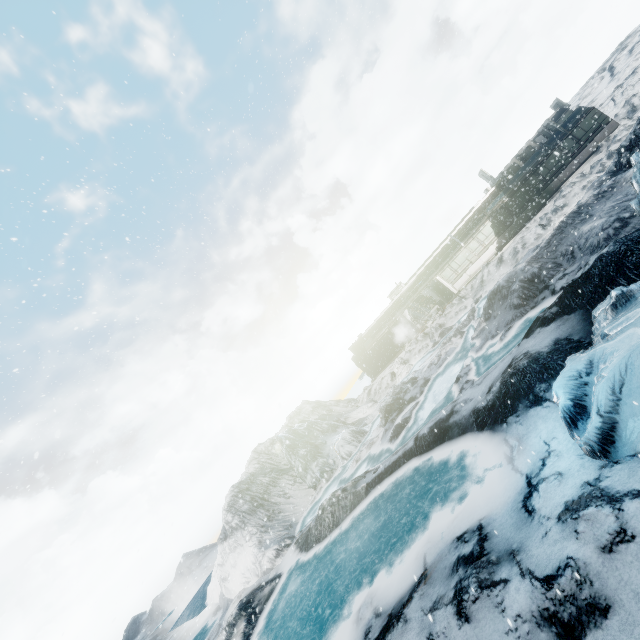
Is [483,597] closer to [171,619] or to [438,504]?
[438,504]
